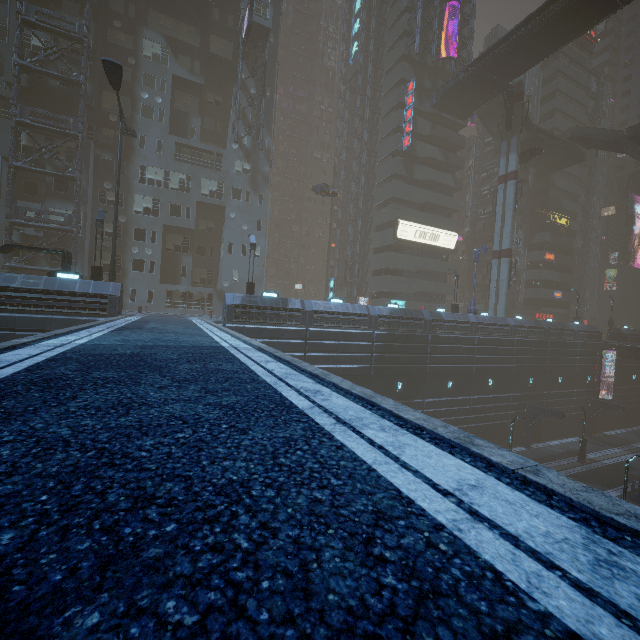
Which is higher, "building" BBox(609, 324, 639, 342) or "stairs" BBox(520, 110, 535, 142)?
"stairs" BBox(520, 110, 535, 142)

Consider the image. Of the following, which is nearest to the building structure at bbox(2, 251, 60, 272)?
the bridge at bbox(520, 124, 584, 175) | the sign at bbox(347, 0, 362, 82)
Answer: the sign at bbox(347, 0, 362, 82)

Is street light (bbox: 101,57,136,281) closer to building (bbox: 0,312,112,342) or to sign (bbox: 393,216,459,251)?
building (bbox: 0,312,112,342)

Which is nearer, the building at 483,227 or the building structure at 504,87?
the building structure at 504,87

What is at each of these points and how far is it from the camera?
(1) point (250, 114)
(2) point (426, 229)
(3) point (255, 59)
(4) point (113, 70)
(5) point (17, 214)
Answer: (1) building, 35.5 meters
(2) sign, 42.2 meters
(3) building, 35.5 meters
(4) street light, 17.8 meters
(5) building structure, 25.6 meters

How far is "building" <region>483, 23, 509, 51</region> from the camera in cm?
5438

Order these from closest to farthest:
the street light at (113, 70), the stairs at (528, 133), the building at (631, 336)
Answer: the street light at (113, 70)
the stairs at (528, 133)
the building at (631, 336)

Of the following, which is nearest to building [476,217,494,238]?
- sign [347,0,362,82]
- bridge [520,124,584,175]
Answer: bridge [520,124,584,175]
